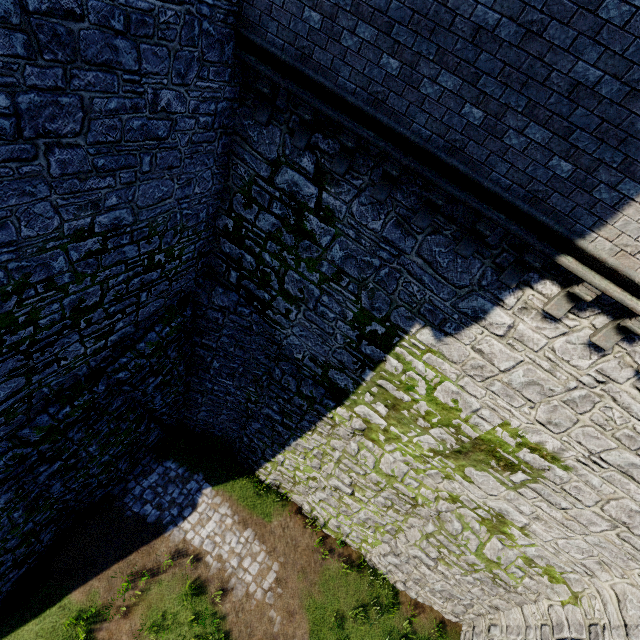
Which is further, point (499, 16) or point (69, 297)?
point (69, 297)
